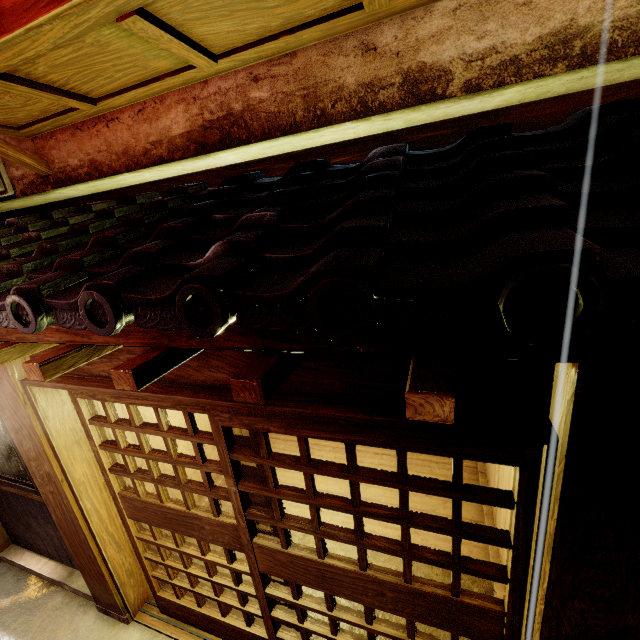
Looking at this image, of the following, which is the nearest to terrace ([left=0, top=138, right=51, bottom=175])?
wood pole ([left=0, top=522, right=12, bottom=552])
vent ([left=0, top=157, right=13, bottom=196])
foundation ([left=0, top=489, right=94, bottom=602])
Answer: vent ([left=0, top=157, right=13, bottom=196])

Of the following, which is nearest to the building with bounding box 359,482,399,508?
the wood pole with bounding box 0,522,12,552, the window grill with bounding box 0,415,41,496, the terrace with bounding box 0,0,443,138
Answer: the window grill with bounding box 0,415,41,496

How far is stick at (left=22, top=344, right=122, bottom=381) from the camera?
3.04m

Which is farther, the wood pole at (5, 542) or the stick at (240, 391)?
the wood pole at (5, 542)

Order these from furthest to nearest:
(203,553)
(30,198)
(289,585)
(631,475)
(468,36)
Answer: (30,198), (203,553), (289,585), (468,36), (631,475)

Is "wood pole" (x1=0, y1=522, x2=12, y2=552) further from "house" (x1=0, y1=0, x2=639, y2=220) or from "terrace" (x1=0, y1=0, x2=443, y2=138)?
"terrace" (x1=0, y1=0, x2=443, y2=138)

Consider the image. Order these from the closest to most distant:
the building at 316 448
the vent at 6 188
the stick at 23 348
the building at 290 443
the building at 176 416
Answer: the stick at 23 348, the vent at 6 188, the building at 176 416, the building at 316 448, the building at 290 443

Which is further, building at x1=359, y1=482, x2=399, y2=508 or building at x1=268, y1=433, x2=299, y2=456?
building at x1=268, y1=433, x2=299, y2=456
